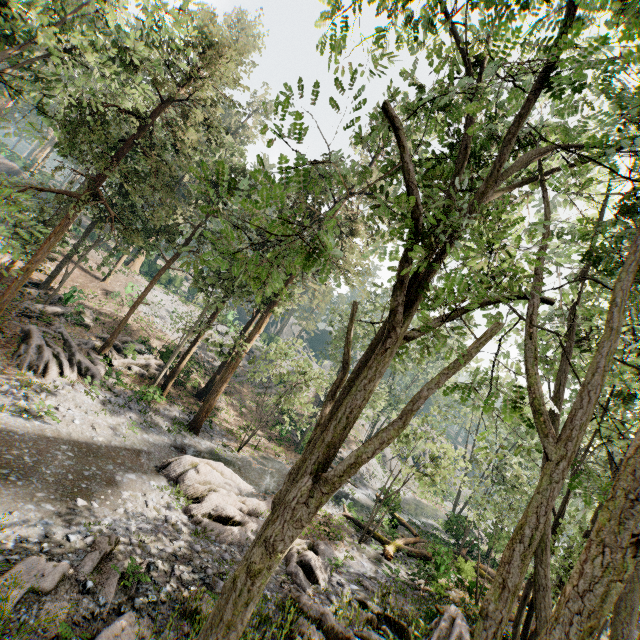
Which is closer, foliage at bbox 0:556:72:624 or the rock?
foliage at bbox 0:556:72:624

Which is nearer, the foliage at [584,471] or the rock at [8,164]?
the foliage at [584,471]

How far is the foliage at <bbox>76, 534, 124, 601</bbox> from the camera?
8.4 meters

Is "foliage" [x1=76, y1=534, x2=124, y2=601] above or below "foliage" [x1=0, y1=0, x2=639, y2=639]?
below

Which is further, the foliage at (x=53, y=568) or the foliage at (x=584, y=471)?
the foliage at (x=53, y=568)

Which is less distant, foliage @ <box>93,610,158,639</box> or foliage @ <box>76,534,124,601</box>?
foliage @ <box>93,610,158,639</box>

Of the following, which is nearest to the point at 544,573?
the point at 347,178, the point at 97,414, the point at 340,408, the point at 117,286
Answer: the point at 340,408
